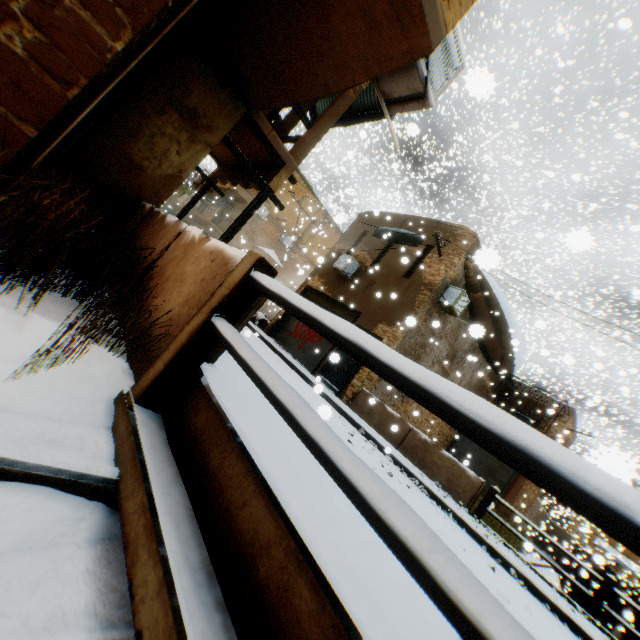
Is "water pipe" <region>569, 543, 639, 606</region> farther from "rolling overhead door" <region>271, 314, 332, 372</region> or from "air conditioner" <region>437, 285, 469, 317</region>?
"air conditioner" <region>437, 285, 469, 317</region>

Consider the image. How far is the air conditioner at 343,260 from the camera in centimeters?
1483cm

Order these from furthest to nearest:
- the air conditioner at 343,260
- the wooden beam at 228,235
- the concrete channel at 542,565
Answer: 1. the concrete channel at 542,565
2. the air conditioner at 343,260
3. the wooden beam at 228,235

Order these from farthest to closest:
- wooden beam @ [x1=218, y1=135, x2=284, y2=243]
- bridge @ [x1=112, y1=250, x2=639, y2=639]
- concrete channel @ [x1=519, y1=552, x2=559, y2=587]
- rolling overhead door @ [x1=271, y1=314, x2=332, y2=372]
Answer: concrete channel @ [x1=519, y1=552, x2=559, y2=587]
rolling overhead door @ [x1=271, y1=314, x2=332, y2=372]
wooden beam @ [x1=218, y1=135, x2=284, y2=243]
bridge @ [x1=112, y1=250, x2=639, y2=639]

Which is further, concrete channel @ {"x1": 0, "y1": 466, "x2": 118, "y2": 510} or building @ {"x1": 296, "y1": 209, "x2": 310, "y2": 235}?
building @ {"x1": 296, "y1": 209, "x2": 310, "y2": 235}

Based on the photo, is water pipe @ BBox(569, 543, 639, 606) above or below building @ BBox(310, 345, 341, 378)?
above

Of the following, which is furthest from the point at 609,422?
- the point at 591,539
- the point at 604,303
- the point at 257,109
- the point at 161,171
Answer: the point at 161,171

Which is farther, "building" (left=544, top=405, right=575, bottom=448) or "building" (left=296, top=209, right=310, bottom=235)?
"building" (left=296, top=209, right=310, bottom=235)
